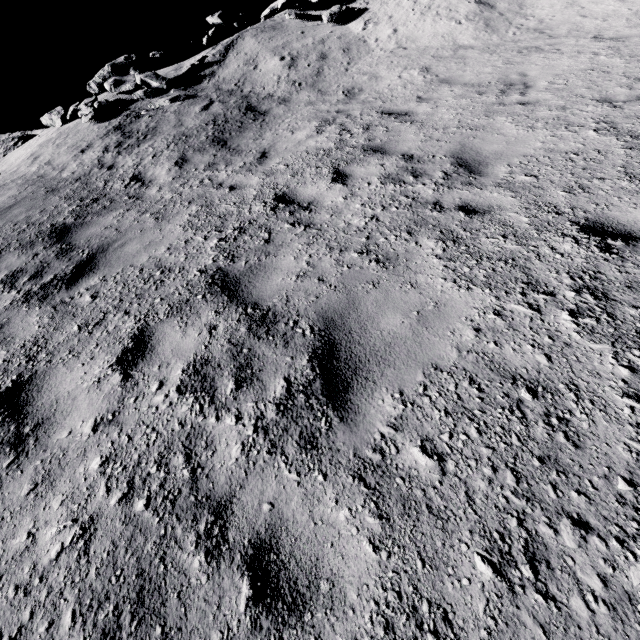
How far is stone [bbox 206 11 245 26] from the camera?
13.7m

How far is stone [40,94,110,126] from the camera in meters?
10.4 m

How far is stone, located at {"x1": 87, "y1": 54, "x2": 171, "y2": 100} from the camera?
11.0m

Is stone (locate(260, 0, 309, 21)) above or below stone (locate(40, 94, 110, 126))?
above

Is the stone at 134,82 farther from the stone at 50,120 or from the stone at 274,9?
the stone at 274,9

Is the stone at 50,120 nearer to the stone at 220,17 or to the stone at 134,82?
the stone at 134,82

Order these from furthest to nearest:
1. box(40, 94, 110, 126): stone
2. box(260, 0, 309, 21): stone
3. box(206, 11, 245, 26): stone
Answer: box(260, 0, 309, 21): stone
box(206, 11, 245, 26): stone
box(40, 94, 110, 126): stone

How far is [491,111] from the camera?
6.25m
